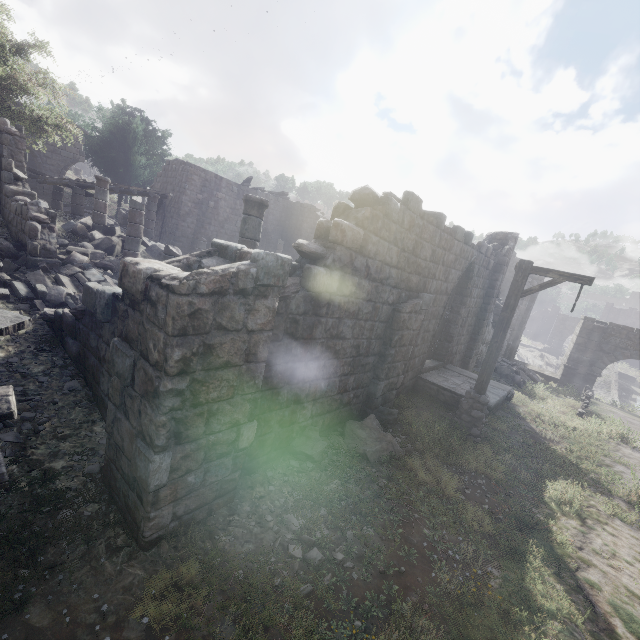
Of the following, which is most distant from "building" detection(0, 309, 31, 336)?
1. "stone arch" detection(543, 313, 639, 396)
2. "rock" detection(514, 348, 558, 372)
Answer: "rock" detection(514, 348, 558, 372)

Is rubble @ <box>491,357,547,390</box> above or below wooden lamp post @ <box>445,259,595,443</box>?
below

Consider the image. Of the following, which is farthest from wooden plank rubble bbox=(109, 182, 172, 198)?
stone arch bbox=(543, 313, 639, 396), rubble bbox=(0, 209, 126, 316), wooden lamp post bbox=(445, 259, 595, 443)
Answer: stone arch bbox=(543, 313, 639, 396)

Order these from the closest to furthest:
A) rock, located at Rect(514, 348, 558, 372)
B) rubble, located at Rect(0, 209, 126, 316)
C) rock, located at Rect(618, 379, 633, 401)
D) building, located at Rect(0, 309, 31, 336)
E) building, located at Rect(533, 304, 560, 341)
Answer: building, located at Rect(0, 309, 31, 336) < rubble, located at Rect(0, 209, 126, 316) < rock, located at Rect(618, 379, 633, 401) < rock, located at Rect(514, 348, 558, 372) < building, located at Rect(533, 304, 560, 341)

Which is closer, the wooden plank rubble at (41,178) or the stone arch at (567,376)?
the wooden plank rubble at (41,178)

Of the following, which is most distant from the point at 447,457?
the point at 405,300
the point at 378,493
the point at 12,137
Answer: the point at 12,137

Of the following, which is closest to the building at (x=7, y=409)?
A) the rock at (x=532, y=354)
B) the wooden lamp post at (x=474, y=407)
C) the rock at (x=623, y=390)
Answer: the wooden lamp post at (x=474, y=407)

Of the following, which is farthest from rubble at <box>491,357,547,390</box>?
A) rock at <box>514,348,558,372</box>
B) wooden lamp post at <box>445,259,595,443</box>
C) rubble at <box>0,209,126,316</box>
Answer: rock at <box>514,348,558,372</box>
